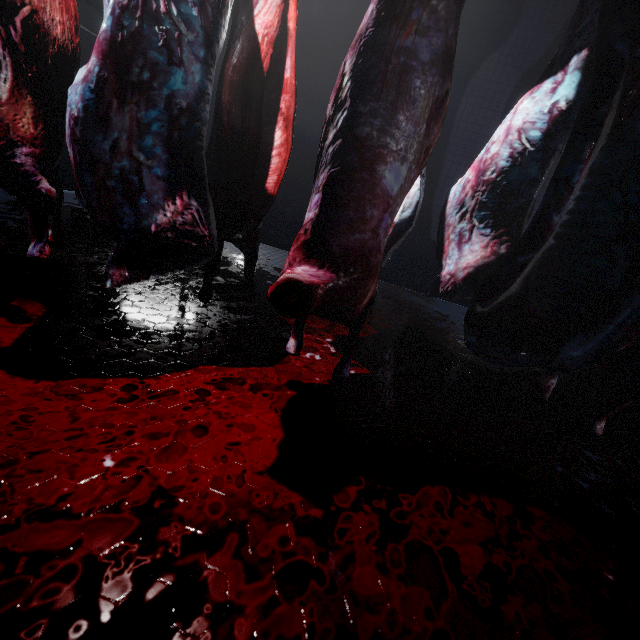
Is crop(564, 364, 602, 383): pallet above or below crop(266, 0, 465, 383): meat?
below

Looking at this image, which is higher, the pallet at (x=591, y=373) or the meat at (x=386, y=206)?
the meat at (x=386, y=206)

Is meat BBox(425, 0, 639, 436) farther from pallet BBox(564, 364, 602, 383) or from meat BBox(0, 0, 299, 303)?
pallet BBox(564, 364, 602, 383)

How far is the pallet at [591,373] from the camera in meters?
2.9 m

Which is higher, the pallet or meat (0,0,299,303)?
meat (0,0,299,303)

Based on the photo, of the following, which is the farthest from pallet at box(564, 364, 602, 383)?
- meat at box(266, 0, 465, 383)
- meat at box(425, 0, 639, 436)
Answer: meat at box(266, 0, 465, 383)

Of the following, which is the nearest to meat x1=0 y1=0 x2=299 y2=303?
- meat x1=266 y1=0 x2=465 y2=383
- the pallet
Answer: meat x1=266 y1=0 x2=465 y2=383

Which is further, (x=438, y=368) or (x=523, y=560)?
(x=438, y=368)
